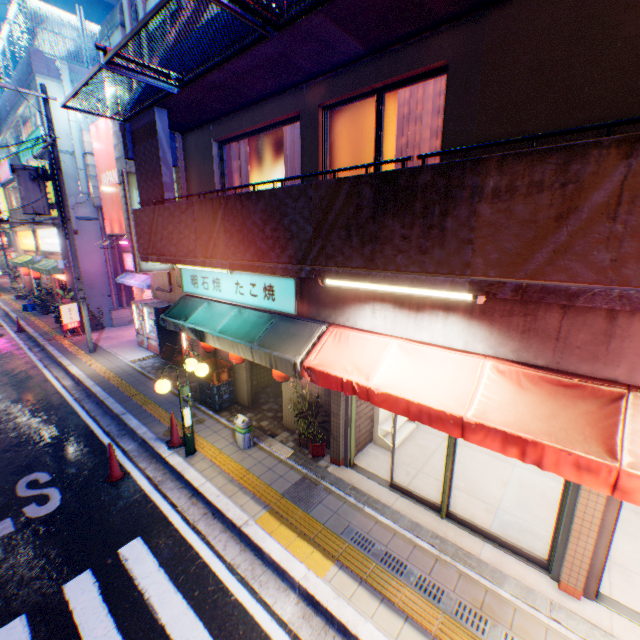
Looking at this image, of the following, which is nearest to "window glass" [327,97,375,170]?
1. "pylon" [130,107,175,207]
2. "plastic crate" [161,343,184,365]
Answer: "pylon" [130,107,175,207]

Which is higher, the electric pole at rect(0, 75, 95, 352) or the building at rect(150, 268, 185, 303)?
the electric pole at rect(0, 75, 95, 352)

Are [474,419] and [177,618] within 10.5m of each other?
yes

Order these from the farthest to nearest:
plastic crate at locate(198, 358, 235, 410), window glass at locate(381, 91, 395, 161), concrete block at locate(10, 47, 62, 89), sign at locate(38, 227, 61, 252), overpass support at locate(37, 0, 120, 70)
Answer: overpass support at locate(37, 0, 120, 70) < sign at locate(38, 227, 61, 252) < concrete block at locate(10, 47, 62, 89) < plastic crate at locate(198, 358, 235, 410) < window glass at locate(381, 91, 395, 161)

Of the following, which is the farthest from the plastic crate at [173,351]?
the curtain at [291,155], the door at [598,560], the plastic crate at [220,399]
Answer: the door at [598,560]

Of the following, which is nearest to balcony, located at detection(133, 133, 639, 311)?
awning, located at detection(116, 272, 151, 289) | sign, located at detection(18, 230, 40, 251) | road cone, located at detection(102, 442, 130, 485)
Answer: road cone, located at detection(102, 442, 130, 485)

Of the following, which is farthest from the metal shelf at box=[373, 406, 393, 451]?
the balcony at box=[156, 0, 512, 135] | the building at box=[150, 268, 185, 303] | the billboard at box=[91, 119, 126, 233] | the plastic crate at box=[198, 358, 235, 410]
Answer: the billboard at box=[91, 119, 126, 233]

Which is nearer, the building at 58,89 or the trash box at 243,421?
the trash box at 243,421
